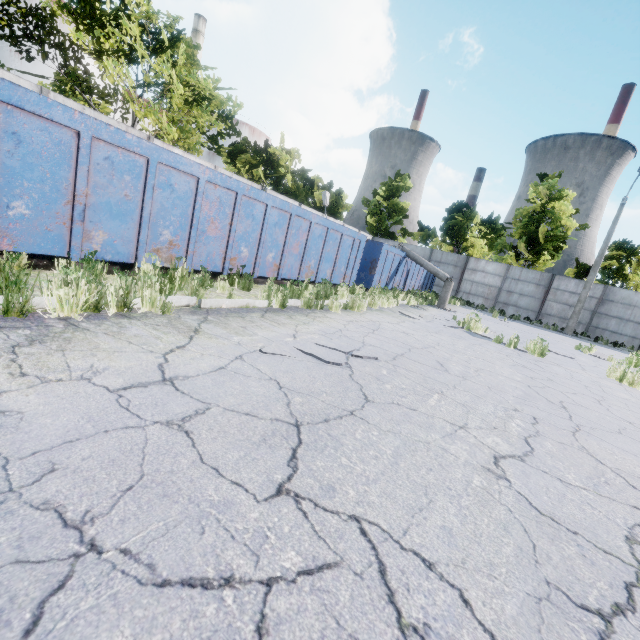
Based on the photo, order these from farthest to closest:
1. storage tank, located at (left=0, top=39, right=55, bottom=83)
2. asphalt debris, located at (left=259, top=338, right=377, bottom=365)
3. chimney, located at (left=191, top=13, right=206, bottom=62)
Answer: chimney, located at (left=191, top=13, right=206, bottom=62) < storage tank, located at (left=0, top=39, right=55, bottom=83) < asphalt debris, located at (left=259, top=338, right=377, bottom=365)

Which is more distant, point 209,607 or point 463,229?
point 463,229

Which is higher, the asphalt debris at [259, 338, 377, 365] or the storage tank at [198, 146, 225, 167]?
the storage tank at [198, 146, 225, 167]

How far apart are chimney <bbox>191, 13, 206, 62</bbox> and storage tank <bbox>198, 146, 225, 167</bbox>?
5.8 meters

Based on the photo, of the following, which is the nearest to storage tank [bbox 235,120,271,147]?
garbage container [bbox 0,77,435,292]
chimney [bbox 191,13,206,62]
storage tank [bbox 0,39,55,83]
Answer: chimney [bbox 191,13,206,62]

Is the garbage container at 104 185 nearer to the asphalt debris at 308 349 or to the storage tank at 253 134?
the asphalt debris at 308 349

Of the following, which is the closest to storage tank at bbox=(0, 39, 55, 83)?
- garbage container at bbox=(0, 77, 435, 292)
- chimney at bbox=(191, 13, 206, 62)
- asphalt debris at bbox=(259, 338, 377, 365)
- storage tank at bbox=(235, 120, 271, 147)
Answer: chimney at bbox=(191, 13, 206, 62)

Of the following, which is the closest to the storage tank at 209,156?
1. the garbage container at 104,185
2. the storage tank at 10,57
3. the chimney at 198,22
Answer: the chimney at 198,22
